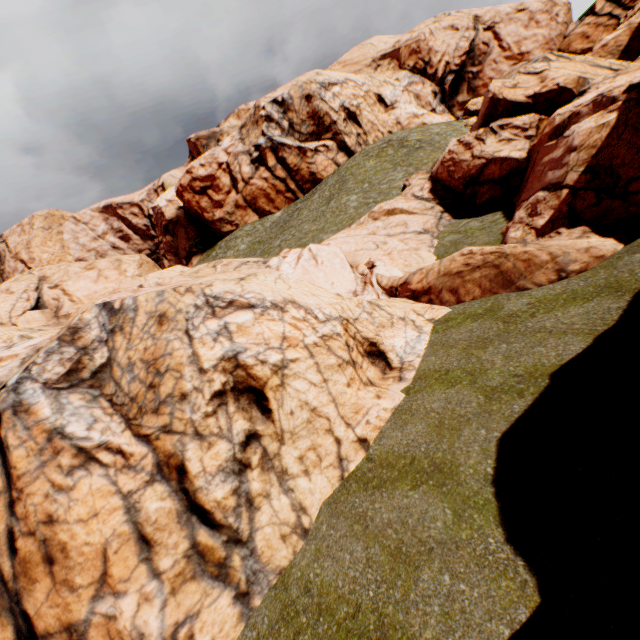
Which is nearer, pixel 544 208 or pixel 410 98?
pixel 544 208
